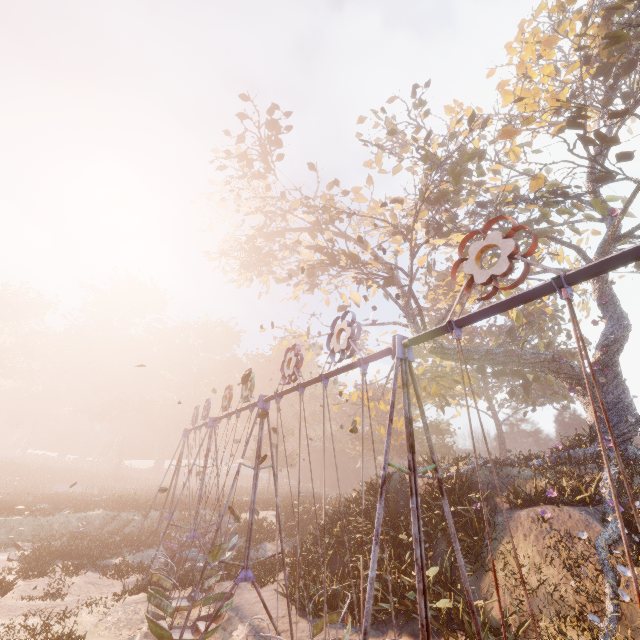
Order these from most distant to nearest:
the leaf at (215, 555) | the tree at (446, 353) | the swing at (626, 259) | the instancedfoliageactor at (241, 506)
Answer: the instancedfoliageactor at (241, 506), the tree at (446, 353), the leaf at (215, 555), the swing at (626, 259)

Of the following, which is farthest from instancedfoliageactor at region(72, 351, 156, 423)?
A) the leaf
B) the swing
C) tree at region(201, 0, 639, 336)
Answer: the leaf

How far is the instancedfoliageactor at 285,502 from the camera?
21.2 meters

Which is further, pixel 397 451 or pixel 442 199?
pixel 397 451

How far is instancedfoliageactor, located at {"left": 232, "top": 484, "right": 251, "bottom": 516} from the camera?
23.12m

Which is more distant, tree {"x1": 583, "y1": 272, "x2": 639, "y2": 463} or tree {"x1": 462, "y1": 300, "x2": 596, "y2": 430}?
tree {"x1": 462, "y1": 300, "x2": 596, "y2": 430}

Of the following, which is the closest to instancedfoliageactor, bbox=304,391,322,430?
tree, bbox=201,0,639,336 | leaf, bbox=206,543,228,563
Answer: tree, bbox=201,0,639,336

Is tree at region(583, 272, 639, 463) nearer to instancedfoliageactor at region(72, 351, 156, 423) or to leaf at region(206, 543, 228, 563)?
leaf at region(206, 543, 228, 563)
